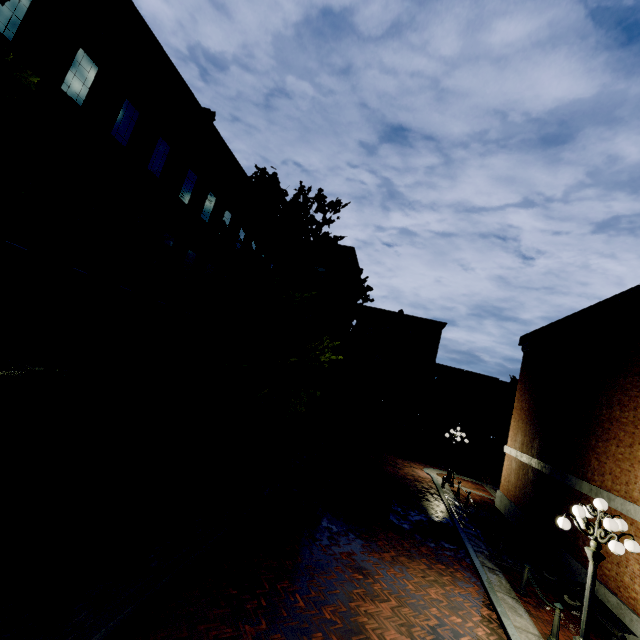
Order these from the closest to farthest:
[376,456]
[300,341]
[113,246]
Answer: [113,246]
[300,341]
[376,456]

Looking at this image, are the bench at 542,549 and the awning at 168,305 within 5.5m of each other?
no

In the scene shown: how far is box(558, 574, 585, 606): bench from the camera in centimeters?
941cm

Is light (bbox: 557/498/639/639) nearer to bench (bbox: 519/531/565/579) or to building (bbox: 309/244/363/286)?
bench (bbox: 519/531/565/579)

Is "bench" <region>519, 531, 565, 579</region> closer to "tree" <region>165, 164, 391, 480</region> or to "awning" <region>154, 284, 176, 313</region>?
"tree" <region>165, 164, 391, 480</region>

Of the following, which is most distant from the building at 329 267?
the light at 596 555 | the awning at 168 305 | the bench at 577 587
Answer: the bench at 577 587

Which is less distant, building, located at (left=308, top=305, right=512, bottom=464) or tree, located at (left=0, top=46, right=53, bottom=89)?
tree, located at (left=0, top=46, right=53, bottom=89)

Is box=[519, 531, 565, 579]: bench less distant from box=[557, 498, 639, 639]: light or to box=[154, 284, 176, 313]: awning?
box=[557, 498, 639, 639]: light
